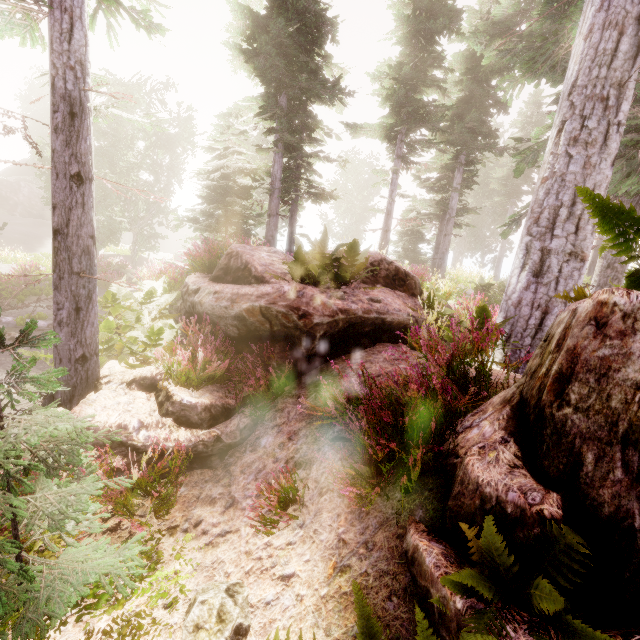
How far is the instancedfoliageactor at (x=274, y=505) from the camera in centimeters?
324cm

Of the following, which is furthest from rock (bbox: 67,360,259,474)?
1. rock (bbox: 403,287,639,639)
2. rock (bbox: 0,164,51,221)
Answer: rock (bbox: 0,164,51,221)

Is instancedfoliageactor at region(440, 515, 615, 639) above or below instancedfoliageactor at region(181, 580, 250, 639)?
above

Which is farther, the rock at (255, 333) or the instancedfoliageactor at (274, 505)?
the rock at (255, 333)

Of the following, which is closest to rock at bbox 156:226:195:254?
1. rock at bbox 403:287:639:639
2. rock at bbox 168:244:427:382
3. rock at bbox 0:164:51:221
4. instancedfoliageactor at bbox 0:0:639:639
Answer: instancedfoliageactor at bbox 0:0:639:639

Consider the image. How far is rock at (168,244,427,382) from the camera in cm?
580

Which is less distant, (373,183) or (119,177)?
(119,177)

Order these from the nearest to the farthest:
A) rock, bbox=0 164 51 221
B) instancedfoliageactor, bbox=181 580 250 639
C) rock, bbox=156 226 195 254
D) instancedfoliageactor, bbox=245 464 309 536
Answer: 1. instancedfoliageactor, bbox=181 580 250 639
2. instancedfoliageactor, bbox=245 464 309 536
3. rock, bbox=0 164 51 221
4. rock, bbox=156 226 195 254
